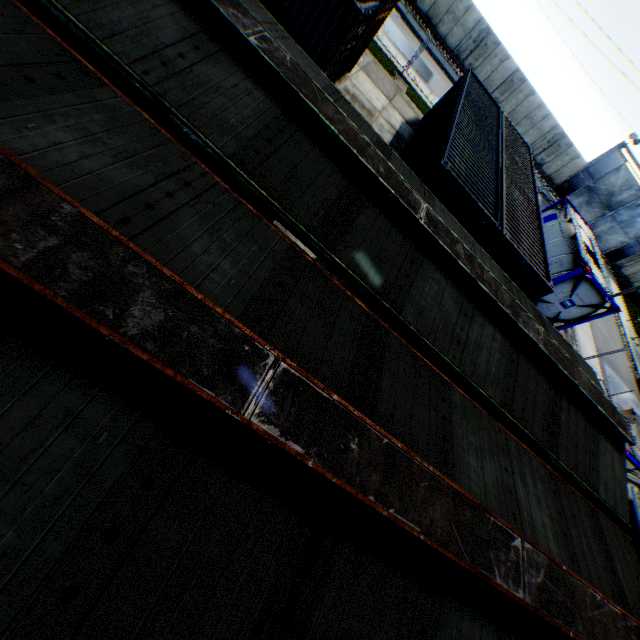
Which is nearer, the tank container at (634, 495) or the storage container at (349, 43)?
the tank container at (634, 495)

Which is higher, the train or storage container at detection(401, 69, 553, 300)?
the train

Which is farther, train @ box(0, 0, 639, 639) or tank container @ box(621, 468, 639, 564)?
tank container @ box(621, 468, 639, 564)

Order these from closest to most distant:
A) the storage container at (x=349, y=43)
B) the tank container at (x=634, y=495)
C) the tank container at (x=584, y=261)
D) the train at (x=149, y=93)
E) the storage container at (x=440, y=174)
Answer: the train at (x=149, y=93) < the tank container at (x=634, y=495) < the storage container at (x=440, y=174) < the storage container at (x=349, y=43) < the tank container at (x=584, y=261)

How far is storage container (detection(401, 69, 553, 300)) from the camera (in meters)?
8.99

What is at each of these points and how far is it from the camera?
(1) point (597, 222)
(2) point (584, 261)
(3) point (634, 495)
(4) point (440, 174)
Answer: (1) metal gate, 32.78m
(2) tank container, 14.41m
(3) tank container, 7.36m
(4) storage container, 8.58m

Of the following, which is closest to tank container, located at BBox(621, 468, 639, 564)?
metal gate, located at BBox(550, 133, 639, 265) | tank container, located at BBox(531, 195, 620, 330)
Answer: tank container, located at BBox(531, 195, 620, 330)

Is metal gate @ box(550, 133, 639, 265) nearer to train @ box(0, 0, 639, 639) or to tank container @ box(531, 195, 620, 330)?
tank container @ box(531, 195, 620, 330)
